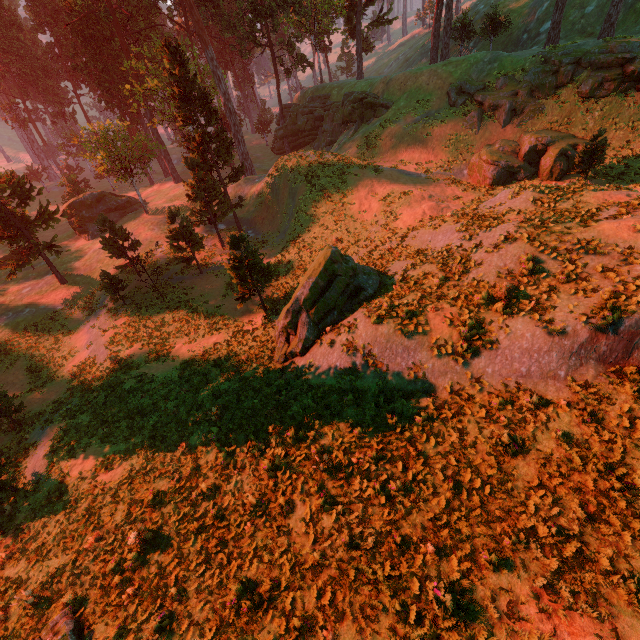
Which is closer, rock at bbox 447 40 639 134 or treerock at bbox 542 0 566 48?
rock at bbox 447 40 639 134

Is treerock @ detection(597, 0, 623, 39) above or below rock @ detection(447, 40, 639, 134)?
above

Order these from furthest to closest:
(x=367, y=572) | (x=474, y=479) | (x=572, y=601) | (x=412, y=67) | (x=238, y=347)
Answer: (x=412, y=67), (x=238, y=347), (x=474, y=479), (x=367, y=572), (x=572, y=601)

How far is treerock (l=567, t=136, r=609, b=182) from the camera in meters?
20.8 m

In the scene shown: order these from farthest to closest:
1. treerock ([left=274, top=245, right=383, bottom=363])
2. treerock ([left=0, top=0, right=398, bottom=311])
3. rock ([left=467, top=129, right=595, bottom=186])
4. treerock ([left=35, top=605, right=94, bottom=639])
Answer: treerock ([left=0, top=0, right=398, bottom=311]), rock ([left=467, top=129, right=595, bottom=186]), treerock ([left=274, top=245, right=383, bottom=363]), treerock ([left=35, top=605, right=94, bottom=639])

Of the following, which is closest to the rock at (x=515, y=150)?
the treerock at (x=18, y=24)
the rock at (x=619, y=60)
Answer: the rock at (x=619, y=60)

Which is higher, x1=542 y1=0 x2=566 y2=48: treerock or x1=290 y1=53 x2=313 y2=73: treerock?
x1=290 y1=53 x2=313 y2=73: treerock

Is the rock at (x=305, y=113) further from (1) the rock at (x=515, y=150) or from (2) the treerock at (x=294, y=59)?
(1) the rock at (x=515, y=150)
